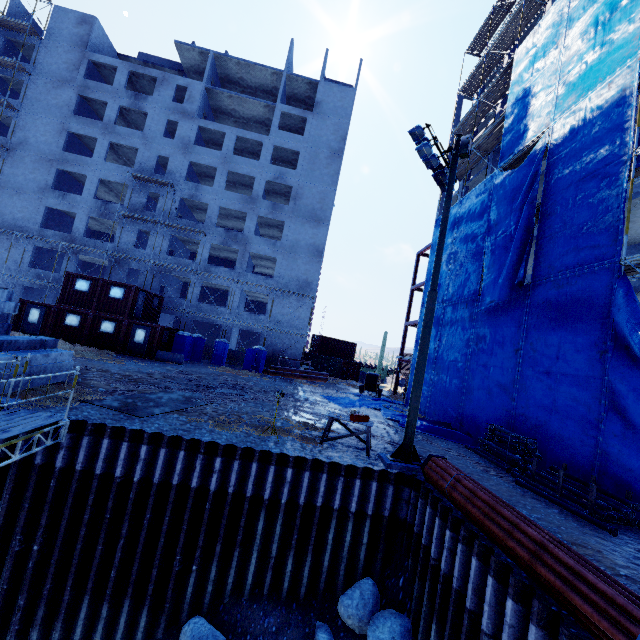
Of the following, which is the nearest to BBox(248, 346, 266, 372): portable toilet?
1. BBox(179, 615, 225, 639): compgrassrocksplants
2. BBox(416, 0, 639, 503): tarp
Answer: BBox(416, 0, 639, 503): tarp

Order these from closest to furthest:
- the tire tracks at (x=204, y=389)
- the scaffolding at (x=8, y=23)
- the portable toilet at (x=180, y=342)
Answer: the tire tracks at (x=204, y=389) → the portable toilet at (x=180, y=342) → the scaffolding at (x=8, y=23)

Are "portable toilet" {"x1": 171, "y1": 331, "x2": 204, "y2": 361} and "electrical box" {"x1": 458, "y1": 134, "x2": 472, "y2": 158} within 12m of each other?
no

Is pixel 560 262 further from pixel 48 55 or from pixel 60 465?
pixel 48 55

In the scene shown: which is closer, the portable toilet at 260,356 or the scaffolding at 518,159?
the scaffolding at 518,159

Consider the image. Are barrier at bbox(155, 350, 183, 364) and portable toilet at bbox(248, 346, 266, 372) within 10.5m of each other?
yes

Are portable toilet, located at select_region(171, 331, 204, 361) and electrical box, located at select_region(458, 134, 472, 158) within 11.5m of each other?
no

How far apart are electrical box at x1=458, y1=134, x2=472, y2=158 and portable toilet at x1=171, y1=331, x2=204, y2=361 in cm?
2369
